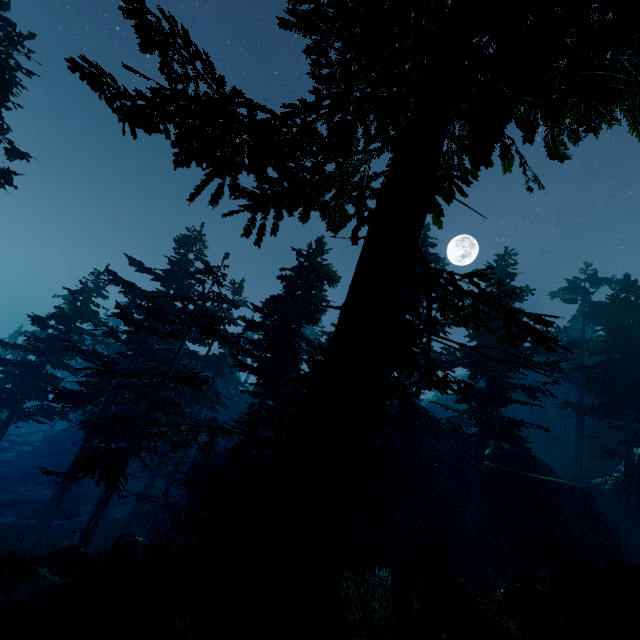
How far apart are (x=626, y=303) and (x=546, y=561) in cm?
2020

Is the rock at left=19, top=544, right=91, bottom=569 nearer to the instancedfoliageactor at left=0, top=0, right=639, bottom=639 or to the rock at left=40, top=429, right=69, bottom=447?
the instancedfoliageactor at left=0, top=0, right=639, bottom=639

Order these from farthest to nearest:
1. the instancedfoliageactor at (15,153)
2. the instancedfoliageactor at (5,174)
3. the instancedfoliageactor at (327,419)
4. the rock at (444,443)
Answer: the rock at (444,443)
the instancedfoliageactor at (15,153)
the instancedfoliageactor at (5,174)
the instancedfoliageactor at (327,419)

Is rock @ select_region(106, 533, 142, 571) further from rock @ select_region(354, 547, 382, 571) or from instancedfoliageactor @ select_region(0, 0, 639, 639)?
rock @ select_region(354, 547, 382, 571)

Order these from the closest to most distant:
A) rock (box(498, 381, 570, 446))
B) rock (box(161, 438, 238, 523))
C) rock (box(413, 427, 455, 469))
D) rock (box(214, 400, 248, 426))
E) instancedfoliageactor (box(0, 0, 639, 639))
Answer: instancedfoliageactor (box(0, 0, 639, 639)) → rock (box(161, 438, 238, 523)) → rock (box(413, 427, 455, 469)) → rock (box(498, 381, 570, 446)) → rock (box(214, 400, 248, 426))

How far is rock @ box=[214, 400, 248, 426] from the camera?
46.5 meters

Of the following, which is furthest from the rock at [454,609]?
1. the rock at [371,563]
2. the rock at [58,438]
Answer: the rock at [58,438]
